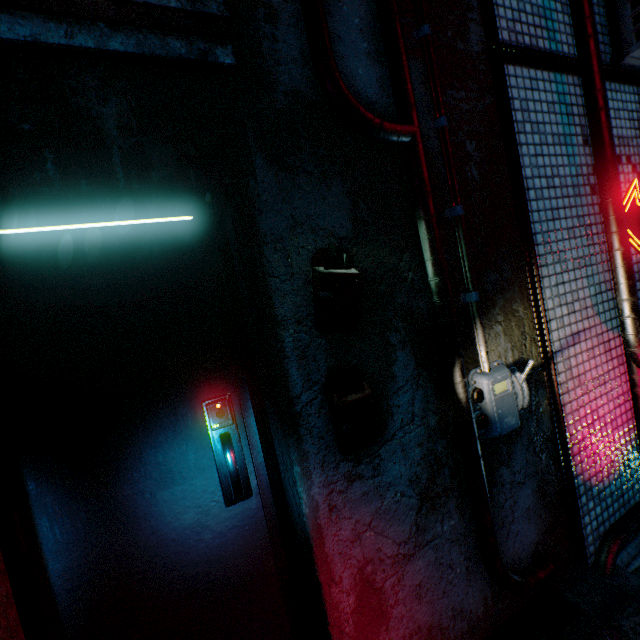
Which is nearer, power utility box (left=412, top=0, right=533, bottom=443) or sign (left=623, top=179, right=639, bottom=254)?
power utility box (left=412, top=0, right=533, bottom=443)

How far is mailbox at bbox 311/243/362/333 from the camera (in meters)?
1.27

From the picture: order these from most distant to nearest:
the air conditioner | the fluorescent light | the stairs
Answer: the air conditioner < the stairs < the fluorescent light

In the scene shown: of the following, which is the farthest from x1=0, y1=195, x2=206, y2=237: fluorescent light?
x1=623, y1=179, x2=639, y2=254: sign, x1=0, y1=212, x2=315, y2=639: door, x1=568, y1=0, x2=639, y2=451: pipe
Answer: x1=623, y1=179, x2=639, y2=254: sign

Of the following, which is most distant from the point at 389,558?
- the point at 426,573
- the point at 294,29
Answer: the point at 294,29

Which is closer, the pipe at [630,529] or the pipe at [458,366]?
the pipe at [458,366]

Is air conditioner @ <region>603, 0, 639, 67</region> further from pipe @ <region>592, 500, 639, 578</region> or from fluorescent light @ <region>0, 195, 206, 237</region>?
fluorescent light @ <region>0, 195, 206, 237</region>

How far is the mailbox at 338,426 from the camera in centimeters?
129cm
